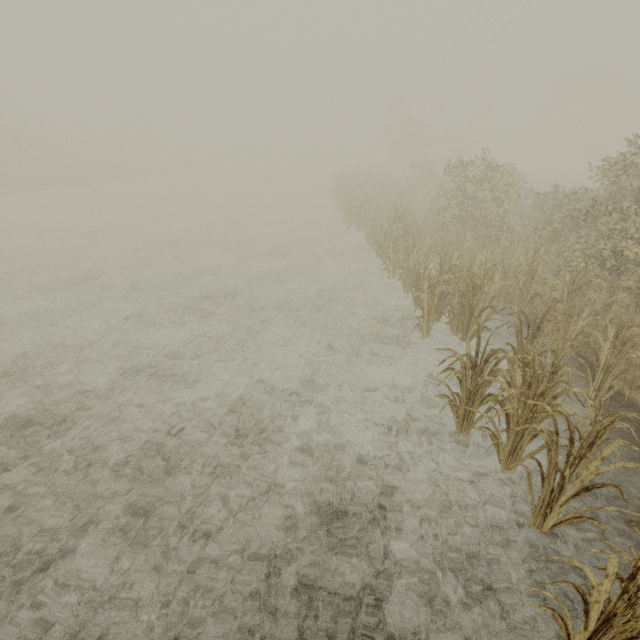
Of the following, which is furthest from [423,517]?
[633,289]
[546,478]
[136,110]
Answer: [136,110]
